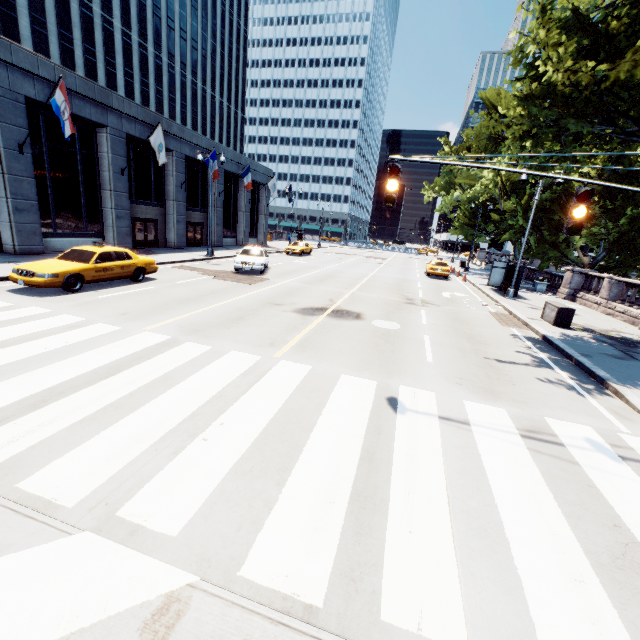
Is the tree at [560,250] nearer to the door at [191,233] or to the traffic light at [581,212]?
the traffic light at [581,212]

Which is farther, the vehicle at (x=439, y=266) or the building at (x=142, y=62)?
the vehicle at (x=439, y=266)

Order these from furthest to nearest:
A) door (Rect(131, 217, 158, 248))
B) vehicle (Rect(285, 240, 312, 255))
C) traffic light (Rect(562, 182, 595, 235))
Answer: vehicle (Rect(285, 240, 312, 255)), door (Rect(131, 217, 158, 248)), traffic light (Rect(562, 182, 595, 235))

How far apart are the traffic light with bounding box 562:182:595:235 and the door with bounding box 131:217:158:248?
26.61m

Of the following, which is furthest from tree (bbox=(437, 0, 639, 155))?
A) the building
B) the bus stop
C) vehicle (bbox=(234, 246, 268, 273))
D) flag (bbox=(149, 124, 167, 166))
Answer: the building

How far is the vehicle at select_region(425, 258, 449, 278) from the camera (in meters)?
27.61

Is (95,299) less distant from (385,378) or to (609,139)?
(385,378)

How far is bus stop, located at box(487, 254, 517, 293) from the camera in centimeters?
2106cm
